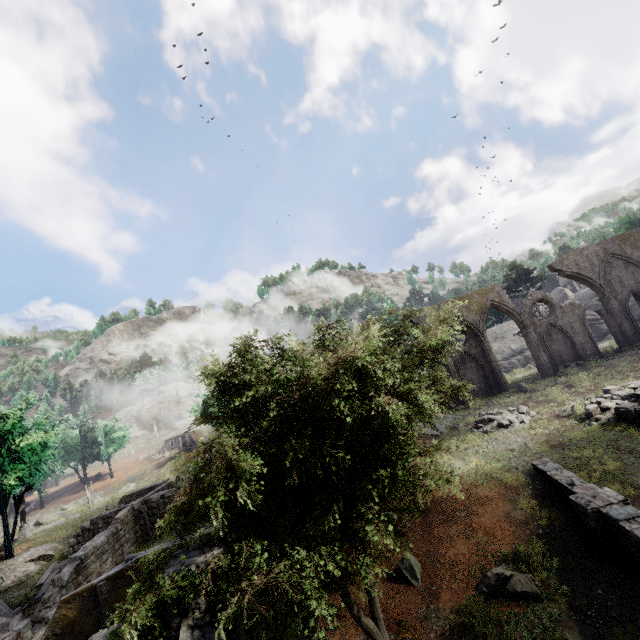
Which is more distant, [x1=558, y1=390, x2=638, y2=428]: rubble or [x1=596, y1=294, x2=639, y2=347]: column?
[x1=596, y1=294, x2=639, y2=347]: column

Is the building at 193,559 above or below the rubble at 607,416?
above

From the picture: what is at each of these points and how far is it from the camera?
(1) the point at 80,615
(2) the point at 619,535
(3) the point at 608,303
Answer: (1) building, 11.5m
(2) building, 9.8m
(3) column, 29.5m

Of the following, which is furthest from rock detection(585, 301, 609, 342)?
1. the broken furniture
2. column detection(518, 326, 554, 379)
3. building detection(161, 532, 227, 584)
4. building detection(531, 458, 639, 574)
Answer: building detection(161, 532, 227, 584)

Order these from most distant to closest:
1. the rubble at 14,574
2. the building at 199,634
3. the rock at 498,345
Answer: the rock at 498,345 < the rubble at 14,574 < the building at 199,634

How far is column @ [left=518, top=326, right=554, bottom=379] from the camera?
28.9m

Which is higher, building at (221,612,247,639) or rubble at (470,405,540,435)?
building at (221,612,247,639)

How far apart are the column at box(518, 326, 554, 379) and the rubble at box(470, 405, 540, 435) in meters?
8.8
